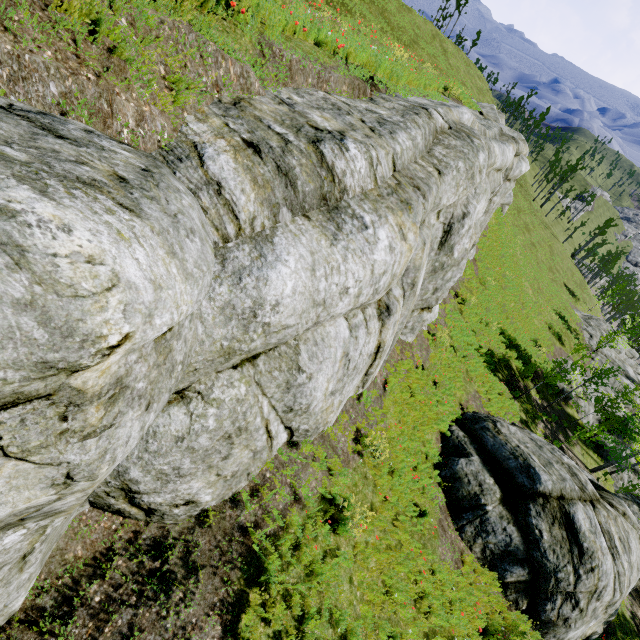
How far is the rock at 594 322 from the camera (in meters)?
35.66

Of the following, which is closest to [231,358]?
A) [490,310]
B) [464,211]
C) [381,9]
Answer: [464,211]

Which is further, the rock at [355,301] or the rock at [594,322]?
the rock at [594,322]

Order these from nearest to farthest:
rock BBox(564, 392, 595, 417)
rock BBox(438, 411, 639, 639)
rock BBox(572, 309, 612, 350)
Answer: rock BBox(438, 411, 639, 639), rock BBox(564, 392, 595, 417), rock BBox(572, 309, 612, 350)

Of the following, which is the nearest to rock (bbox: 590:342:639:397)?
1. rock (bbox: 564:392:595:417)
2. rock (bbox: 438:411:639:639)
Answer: rock (bbox: 438:411:639:639)

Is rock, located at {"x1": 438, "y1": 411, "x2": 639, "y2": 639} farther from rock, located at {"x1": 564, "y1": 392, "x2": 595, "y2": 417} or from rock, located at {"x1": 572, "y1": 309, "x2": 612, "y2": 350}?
rock, located at {"x1": 564, "y1": 392, "x2": 595, "y2": 417}
